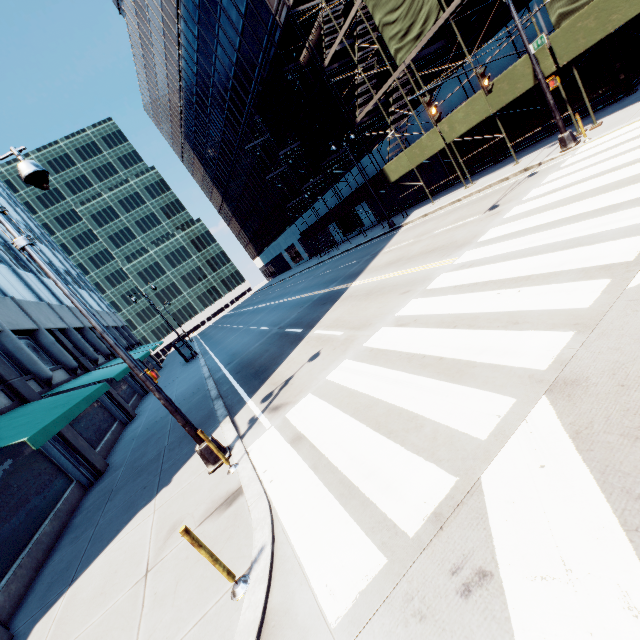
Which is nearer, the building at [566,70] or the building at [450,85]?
the building at [566,70]

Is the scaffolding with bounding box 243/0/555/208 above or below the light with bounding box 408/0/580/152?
above

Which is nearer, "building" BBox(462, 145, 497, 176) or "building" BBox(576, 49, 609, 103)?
"building" BBox(576, 49, 609, 103)

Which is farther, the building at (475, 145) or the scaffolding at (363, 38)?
the building at (475, 145)

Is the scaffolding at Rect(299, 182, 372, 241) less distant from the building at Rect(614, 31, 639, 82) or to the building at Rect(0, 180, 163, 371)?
the building at Rect(614, 31, 639, 82)

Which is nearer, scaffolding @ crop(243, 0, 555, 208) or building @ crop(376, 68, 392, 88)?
scaffolding @ crop(243, 0, 555, 208)

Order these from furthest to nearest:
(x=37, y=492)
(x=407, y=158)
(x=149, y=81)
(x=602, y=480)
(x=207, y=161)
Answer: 1. (x=207, y=161)
2. (x=149, y=81)
3. (x=407, y=158)
4. (x=37, y=492)
5. (x=602, y=480)
